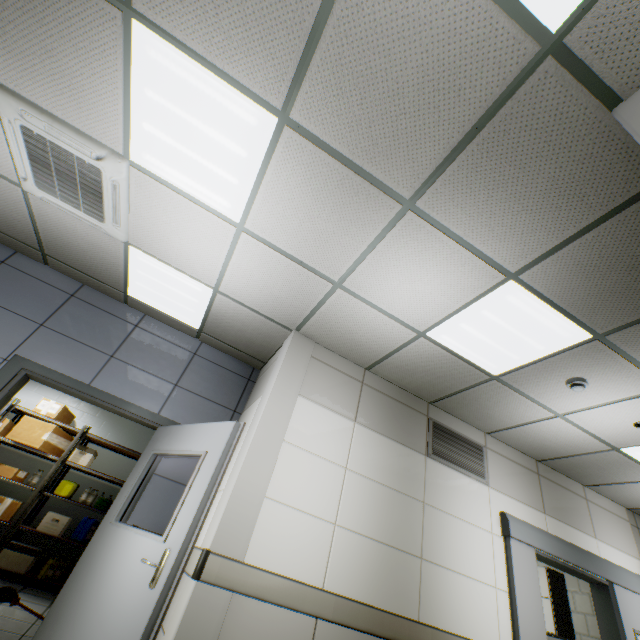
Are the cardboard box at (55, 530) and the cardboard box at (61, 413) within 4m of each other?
yes

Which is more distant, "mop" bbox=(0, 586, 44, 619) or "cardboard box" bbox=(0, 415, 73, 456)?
"cardboard box" bbox=(0, 415, 73, 456)

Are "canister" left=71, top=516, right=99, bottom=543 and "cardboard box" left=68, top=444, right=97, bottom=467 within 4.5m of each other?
yes

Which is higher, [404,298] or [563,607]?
[404,298]

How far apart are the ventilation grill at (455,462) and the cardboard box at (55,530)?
5.7m

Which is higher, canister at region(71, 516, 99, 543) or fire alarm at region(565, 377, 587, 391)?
fire alarm at region(565, 377, 587, 391)

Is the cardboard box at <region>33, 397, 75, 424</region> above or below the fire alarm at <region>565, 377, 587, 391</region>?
below

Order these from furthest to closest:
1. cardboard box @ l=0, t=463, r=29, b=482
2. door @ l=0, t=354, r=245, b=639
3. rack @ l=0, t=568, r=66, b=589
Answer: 1. cardboard box @ l=0, t=463, r=29, b=482
2. rack @ l=0, t=568, r=66, b=589
3. door @ l=0, t=354, r=245, b=639
